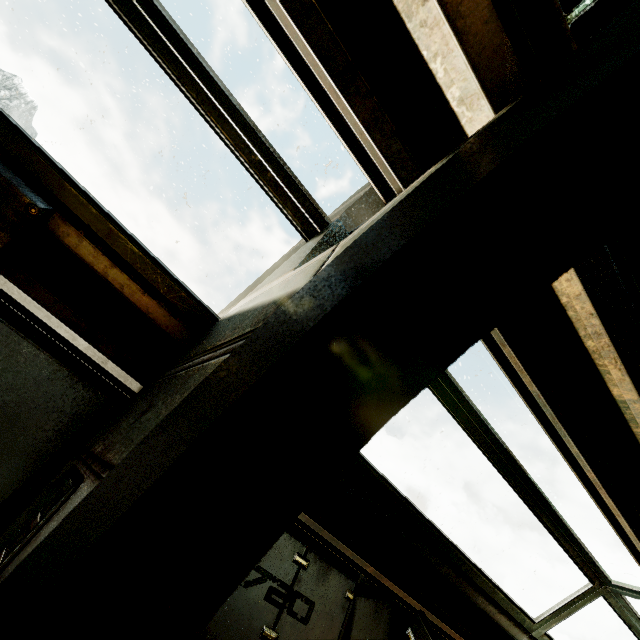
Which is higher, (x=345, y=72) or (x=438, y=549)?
(x=345, y=72)
